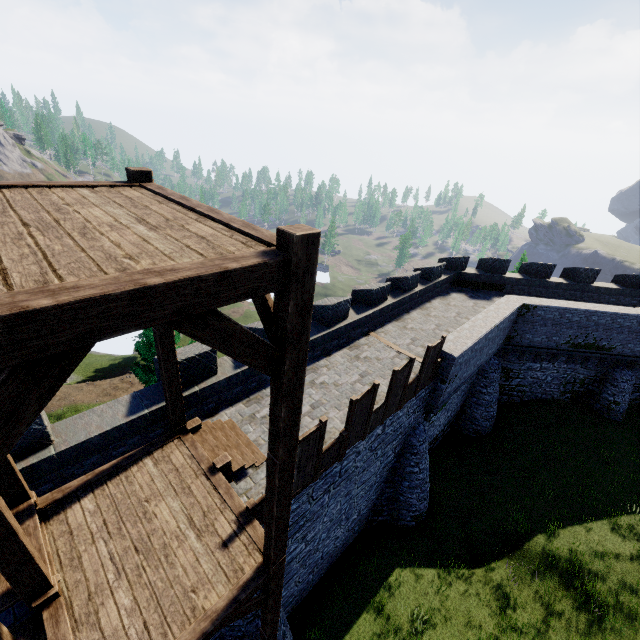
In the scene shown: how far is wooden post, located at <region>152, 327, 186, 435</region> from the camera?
6.7m

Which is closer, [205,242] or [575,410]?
[205,242]

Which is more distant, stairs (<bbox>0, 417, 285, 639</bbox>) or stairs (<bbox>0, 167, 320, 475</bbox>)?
stairs (<bbox>0, 417, 285, 639</bbox>)

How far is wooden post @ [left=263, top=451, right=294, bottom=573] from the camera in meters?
4.4

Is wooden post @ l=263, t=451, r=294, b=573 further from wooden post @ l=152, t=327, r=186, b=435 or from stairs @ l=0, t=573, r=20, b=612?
wooden post @ l=152, t=327, r=186, b=435

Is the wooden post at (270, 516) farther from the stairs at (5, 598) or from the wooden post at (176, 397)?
the wooden post at (176, 397)

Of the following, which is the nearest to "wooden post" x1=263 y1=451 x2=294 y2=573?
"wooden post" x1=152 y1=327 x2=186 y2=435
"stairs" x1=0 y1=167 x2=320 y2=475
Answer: "stairs" x1=0 y1=167 x2=320 y2=475

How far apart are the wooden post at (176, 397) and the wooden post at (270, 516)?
3.6m
